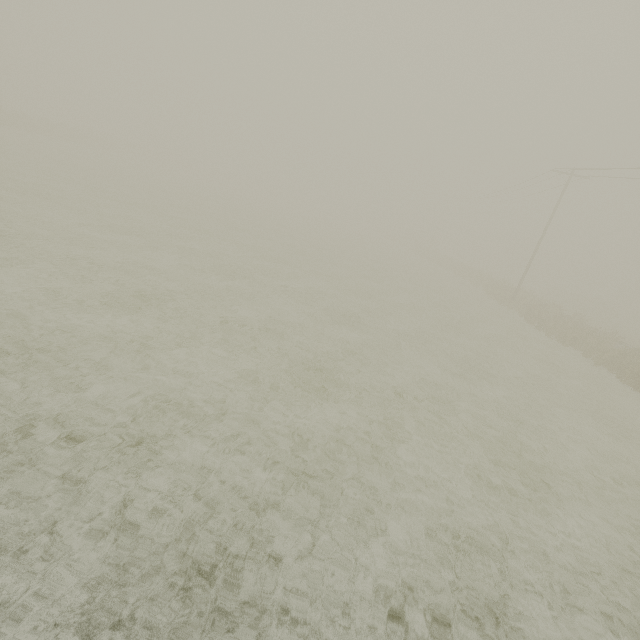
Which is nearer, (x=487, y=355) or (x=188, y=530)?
(x=188, y=530)
